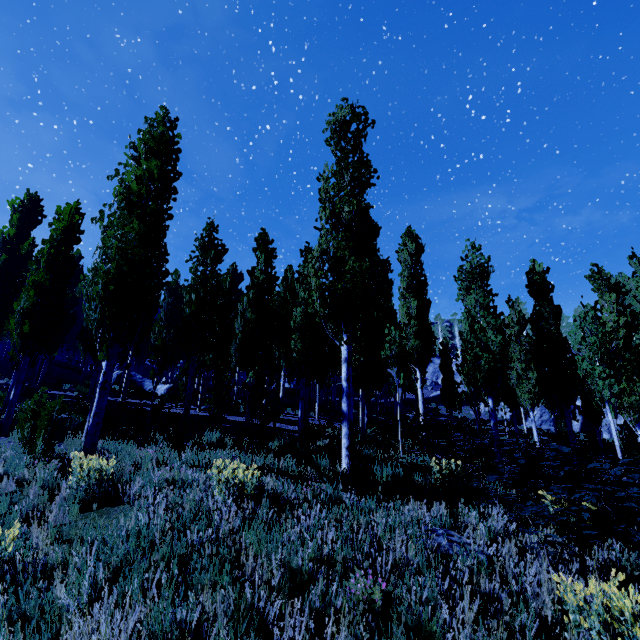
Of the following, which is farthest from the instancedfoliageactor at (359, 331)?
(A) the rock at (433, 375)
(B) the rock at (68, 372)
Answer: (B) the rock at (68, 372)

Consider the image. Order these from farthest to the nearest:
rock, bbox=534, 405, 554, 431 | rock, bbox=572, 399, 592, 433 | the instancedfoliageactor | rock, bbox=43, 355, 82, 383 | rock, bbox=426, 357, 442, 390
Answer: A: rock, bbox=426, 357, 442, 390, rock, bbox=534, 405, 554, 431, rock, bbox=572, 399, 592, 433, rock, bbox=43, 355, 82, 383, the instancedfoliageactor

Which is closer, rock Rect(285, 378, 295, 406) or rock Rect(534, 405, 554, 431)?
rock Rect(285, 378, 295, 406)

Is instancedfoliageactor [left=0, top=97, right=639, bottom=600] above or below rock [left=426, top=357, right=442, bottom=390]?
below

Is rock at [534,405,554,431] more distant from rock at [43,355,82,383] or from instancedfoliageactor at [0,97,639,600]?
rock at [43,355,82,383]

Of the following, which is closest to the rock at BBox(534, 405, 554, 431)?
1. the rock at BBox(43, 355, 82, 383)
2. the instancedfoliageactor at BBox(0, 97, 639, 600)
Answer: the instancedfoliageactor at BBox(0, 97, 639, 600)

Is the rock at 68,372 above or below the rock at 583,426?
above

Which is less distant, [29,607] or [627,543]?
[29,607]
